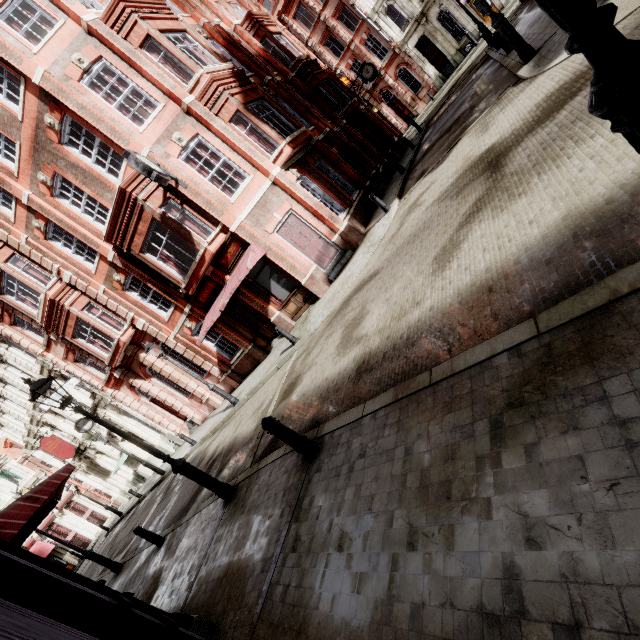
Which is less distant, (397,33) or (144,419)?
(144,419)

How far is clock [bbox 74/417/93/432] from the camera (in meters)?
20.86

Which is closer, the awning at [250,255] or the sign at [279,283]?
the awning at [250,255]

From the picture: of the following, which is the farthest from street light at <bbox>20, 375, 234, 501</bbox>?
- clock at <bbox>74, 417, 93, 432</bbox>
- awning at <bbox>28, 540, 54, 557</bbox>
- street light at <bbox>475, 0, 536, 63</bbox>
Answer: awning at <bbox>28, 540, 54, 557</bbox>

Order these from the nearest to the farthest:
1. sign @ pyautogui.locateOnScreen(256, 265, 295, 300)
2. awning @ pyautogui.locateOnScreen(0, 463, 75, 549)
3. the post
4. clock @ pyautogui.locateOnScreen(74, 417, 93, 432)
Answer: the post → awning @ pyautogui.locateOnScreen(0, 463, 75, 549) → sign @ pyautogui.locateOnScreen(256, 265, 295, 300) → clock @ pyautogui.locateOnScreen(74, 417, 93, 432)

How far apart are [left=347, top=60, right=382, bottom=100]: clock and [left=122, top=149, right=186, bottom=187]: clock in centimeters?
1961cm

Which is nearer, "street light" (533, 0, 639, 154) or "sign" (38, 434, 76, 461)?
"street light" (533, 0, 639, 154)

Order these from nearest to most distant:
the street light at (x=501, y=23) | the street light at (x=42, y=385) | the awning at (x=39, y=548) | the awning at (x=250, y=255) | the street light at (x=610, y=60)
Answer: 1. the street light at (x=610, y=60)
2. the street light at (x=42, y=385)
3. the street light at (x=501, y=23)
4. the awning at (x=250, y=255)
5. the awning at (x=39, y=548)
